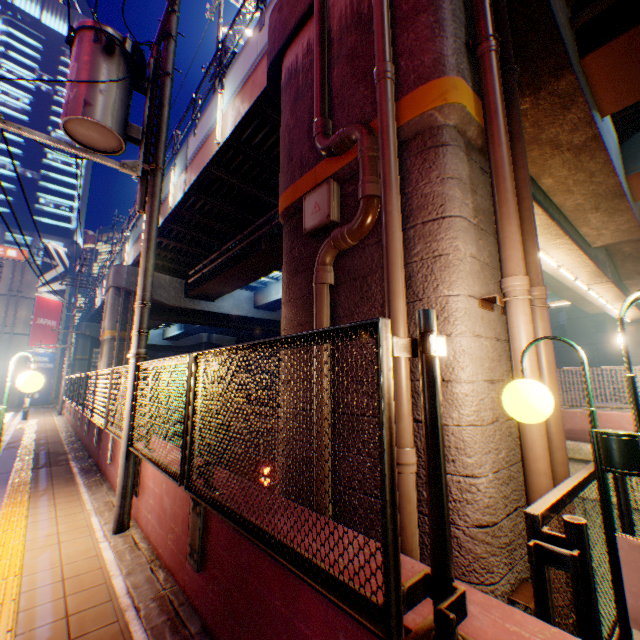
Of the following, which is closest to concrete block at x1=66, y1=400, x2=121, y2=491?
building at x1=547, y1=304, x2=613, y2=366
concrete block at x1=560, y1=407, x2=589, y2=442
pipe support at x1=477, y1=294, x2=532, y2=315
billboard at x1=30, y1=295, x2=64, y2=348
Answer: pipe support at x1=477, y1=294, x2=532, y2=315

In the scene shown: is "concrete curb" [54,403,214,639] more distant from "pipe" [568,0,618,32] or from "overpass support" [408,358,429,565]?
"pipe" [568,0,618,32]

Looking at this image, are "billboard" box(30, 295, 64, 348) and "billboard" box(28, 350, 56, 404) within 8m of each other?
yes

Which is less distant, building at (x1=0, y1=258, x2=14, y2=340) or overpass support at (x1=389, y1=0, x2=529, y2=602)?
overpass support at (x1=389, y1=0, x2=529, y2=602)

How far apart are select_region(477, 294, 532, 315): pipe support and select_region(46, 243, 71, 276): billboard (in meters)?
34.79

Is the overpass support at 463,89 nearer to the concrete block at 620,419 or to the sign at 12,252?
the concrete block at 620,419

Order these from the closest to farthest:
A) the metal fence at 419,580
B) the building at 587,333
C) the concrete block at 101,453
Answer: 1. the metal fence at 419,580
2. the concrete block at 101,453
3. the building at 587,333

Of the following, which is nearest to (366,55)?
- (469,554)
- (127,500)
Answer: (469,554)
